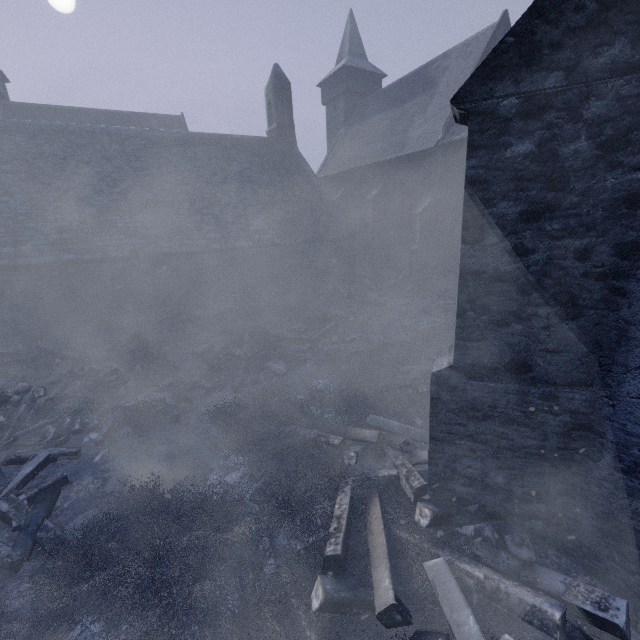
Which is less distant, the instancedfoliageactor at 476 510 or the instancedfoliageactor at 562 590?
the instancedfoliageactor at 562 590

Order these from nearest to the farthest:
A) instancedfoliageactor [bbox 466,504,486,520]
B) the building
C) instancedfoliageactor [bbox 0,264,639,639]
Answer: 1. the building
2. instancedfoliageactor [bbox 0,264,639,639]
3. instancedfoliageactor [bbox 466,504,486,520]

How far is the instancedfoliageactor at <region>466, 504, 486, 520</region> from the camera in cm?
362

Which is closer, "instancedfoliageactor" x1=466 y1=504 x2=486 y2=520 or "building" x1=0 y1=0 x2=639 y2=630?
"building" x1=0 y1=0 x2=639 y2=630

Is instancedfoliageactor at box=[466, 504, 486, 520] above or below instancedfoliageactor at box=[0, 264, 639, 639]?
above

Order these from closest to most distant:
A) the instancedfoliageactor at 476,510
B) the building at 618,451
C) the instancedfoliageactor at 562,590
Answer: the building at 618,451 < the instancedfoliageactor at 562,590 < the instancedfoliageactor at 476,510

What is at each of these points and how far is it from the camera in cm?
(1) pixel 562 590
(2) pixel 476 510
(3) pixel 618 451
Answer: (1) instancedfoliageactor, 295
(2) instancedfoliageactor, 363
(3) building, 279
